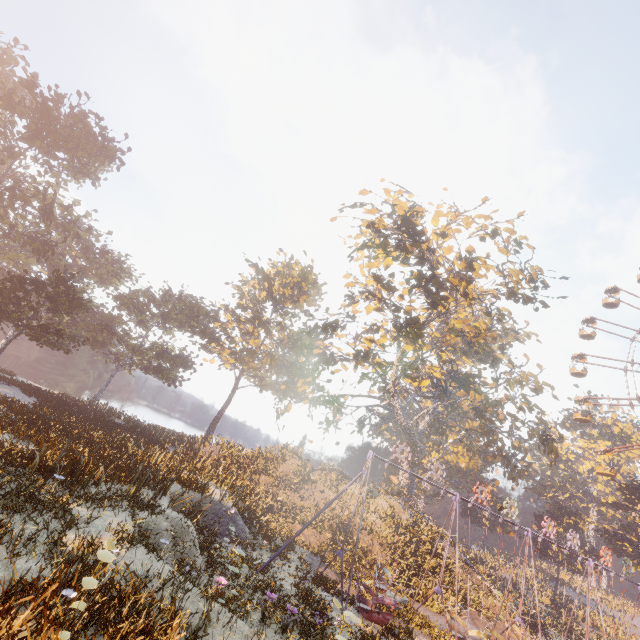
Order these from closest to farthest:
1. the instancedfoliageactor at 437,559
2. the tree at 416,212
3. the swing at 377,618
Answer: the swing at 377,618, the instancedfoliageactor at 437,559, the tree at 416,212

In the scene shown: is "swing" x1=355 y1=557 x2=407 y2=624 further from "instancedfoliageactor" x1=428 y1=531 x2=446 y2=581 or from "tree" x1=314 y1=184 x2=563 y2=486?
"tree" x1=314 y1=184 x2=563 y2=486

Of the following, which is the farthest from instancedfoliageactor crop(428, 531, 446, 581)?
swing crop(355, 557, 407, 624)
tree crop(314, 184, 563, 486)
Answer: swing crop(355, 557, 407, 624)

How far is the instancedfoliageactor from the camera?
Answer: 21.7 meters

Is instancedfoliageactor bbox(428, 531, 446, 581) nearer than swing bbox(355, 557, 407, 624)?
No

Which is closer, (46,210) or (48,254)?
(46,210)

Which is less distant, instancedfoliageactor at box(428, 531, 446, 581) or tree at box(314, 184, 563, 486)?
instancedfoliageactor at box(428, 531, 446, 581)

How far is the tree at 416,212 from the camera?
23.2m
